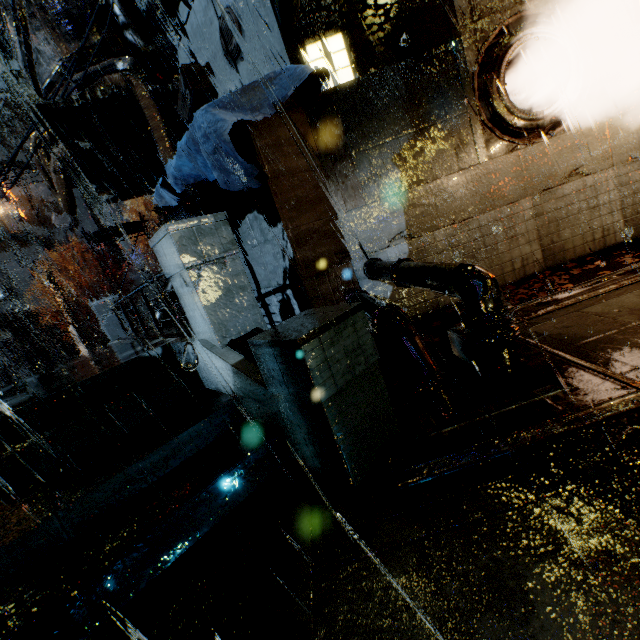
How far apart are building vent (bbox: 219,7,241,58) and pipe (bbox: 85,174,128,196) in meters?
8.6 m

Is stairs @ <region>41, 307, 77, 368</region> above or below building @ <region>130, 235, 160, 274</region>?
below

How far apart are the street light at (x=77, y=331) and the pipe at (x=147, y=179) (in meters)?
12.64

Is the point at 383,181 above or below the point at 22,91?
below

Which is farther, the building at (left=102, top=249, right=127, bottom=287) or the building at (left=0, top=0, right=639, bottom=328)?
the building at (left=102, top=249, right=127, bottom=287)

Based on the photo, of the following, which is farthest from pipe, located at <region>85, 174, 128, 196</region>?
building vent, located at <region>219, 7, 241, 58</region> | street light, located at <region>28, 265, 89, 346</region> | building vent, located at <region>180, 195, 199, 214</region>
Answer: street light, located at <region>28, 265, 89, 346</region>

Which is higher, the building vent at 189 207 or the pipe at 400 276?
the building vent at 189 207

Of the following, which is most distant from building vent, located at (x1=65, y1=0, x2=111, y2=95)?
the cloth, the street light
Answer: the street light
